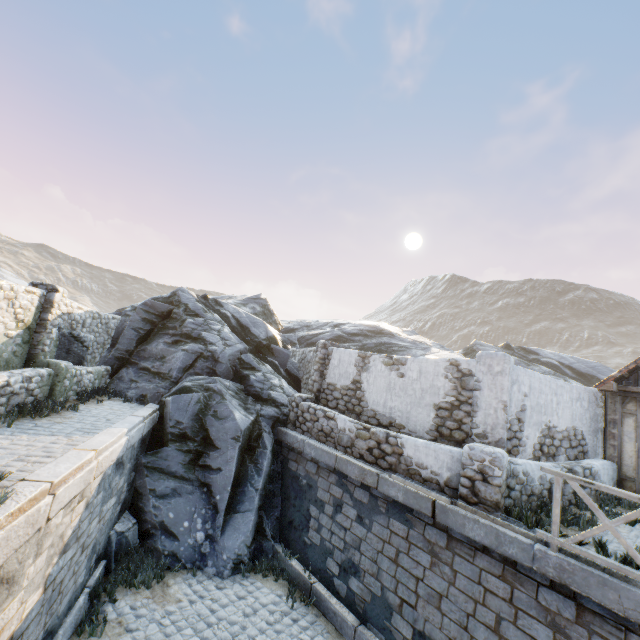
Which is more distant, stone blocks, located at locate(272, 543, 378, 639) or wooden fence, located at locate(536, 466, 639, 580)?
stone blocks, located at locate(272, 543, 378, 639)

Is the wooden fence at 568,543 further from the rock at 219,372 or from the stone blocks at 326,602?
the rock at 219,372

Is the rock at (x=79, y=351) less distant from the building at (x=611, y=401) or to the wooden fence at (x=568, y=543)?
the wooden fence at (x=568, y=543)

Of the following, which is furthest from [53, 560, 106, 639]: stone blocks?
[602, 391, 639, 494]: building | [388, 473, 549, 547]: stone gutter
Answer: [602, 391, 639, 494]: building

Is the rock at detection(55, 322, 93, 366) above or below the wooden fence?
above

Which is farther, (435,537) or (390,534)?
(390,534)

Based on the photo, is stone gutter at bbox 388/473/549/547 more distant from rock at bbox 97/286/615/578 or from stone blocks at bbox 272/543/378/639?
rock at bbox 97/286/615/578

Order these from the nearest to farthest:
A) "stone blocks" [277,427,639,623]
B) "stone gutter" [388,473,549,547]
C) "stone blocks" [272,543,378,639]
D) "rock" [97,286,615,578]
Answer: "stone blocks" [277,427,639,623]
"stone gutter" [388,473,549,547]
"stone blocks" [272,543,378,639]
"rock" [97,286,615,578]
